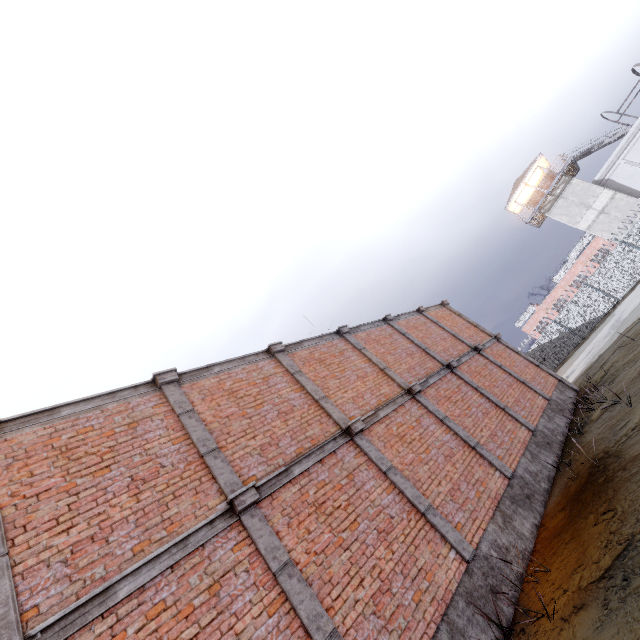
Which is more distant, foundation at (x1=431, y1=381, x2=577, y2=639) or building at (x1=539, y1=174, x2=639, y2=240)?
building at (x1=539, y1=174, x2=639, y2=240)

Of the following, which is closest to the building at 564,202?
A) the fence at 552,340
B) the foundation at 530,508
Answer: the fence at 552,340

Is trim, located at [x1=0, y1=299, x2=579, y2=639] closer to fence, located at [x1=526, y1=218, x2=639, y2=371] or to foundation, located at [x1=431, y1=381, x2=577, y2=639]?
foundation, located at [x1=431, y1=381, x2=577, y2=639]

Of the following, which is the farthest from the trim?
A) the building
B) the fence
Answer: the building

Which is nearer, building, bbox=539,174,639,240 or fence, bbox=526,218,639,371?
fence, bbox=526,218,639,371

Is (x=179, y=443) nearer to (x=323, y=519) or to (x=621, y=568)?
(x=323, y=519)

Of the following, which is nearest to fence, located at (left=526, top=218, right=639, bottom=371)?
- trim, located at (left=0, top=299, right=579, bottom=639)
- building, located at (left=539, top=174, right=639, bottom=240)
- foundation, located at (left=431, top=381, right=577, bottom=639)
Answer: building, located at (left=539, top=174, right=639, bottom=240)

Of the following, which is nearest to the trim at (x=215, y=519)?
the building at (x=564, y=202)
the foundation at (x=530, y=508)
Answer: the foundation at (x=530, y=508)
